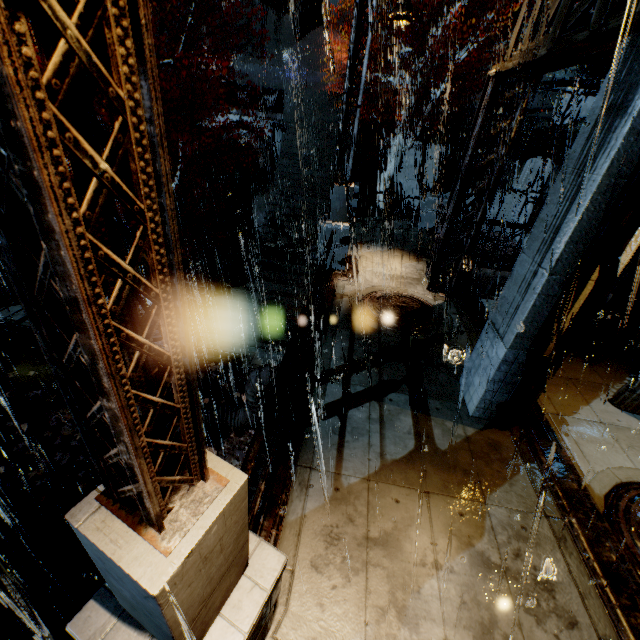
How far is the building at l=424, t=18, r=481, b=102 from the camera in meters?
18.8 m

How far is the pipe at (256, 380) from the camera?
9.5m

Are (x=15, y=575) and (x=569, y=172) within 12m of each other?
no

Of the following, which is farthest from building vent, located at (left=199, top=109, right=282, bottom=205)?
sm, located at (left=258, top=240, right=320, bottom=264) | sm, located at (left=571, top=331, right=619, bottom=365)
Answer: sm, located at (left=571, top=331, right=619, bottom=365)

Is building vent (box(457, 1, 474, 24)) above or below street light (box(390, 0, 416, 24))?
above

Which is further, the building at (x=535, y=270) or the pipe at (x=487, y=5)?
the pipe at (x=487, y=5)

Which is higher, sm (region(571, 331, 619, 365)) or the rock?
the rock

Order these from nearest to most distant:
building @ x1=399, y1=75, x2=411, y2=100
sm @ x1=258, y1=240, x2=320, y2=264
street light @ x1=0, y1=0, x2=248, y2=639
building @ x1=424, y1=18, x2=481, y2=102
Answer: street light @ x1=0, y1=0, x2=248, y2=639 < sm @ x1=258, y1=240, x2=320, y2=264 < building @ x1=424, y1=18, x2=481, y2=102 < building @ x1=399, y1=75, x2=411, y2=100
